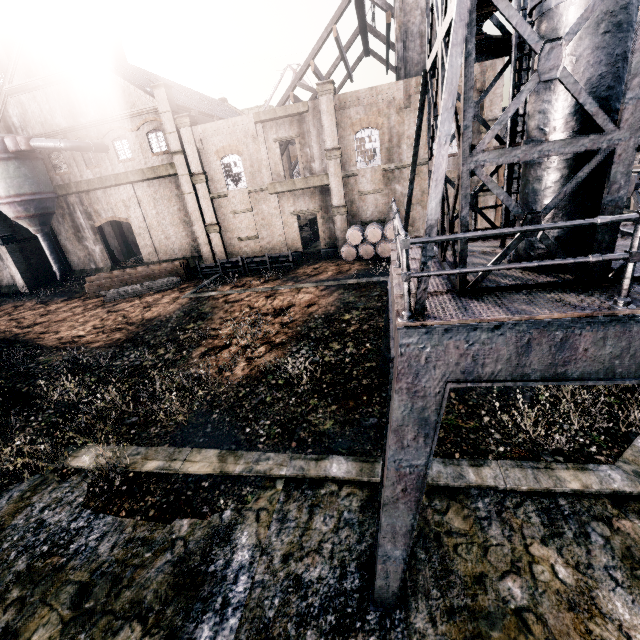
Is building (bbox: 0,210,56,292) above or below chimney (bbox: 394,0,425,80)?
below

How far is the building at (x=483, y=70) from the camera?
22.2 meters

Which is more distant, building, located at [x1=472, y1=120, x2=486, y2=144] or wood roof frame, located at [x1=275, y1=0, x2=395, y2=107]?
wood roof frame, located at [x1=275, y1=0, x2=395, y2=107]

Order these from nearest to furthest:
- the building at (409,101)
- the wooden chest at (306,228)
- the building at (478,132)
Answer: the building at (478,132), the building at (409,101), the wooden chest at (306,228)

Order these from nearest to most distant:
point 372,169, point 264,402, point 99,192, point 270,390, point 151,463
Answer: point 151,463 < point 264,402 < point 270,390 < point 372,169 < point 99,192

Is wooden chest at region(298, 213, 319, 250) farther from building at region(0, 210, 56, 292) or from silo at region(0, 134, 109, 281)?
silo at region(0, 134, 109, 281)

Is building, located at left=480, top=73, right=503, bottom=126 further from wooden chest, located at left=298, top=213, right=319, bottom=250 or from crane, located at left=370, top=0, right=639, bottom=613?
crane, located at left=370, top=0, right=639, bottom=613

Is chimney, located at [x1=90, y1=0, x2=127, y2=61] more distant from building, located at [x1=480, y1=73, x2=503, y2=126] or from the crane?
the crane
